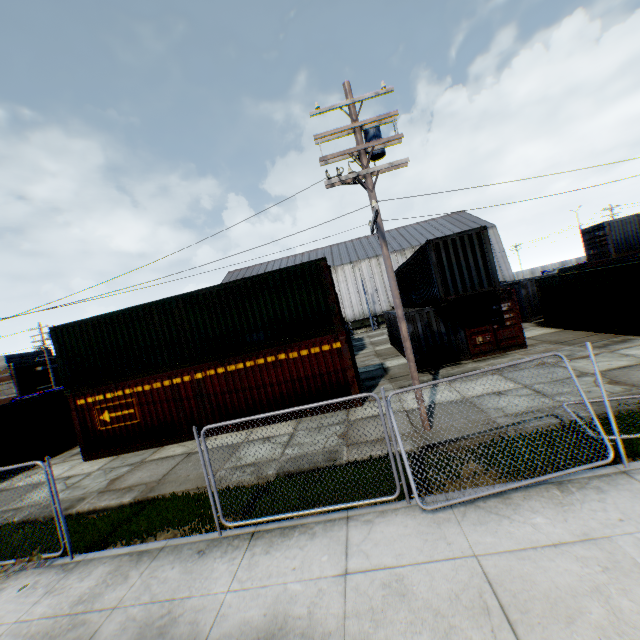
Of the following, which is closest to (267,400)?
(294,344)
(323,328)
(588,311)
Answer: (294,344)

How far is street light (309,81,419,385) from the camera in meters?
8.7 m

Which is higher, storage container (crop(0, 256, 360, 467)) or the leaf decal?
storage container (crop(0, 256, 360, 467))

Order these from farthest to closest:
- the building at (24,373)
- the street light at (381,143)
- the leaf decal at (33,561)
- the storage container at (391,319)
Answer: the building at (24,373) → the storage container at (391,319) → the street light at (381,143) → the leaf decal at (33,561)

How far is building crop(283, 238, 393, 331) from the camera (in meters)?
50.47

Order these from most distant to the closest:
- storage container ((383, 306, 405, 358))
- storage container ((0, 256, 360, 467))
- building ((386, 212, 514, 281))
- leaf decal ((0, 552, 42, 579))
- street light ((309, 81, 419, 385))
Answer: building ((386, 212, 514, 281)) < storage container ((383, 306, 405, 358)) < storage container ((0, 256, 360, 467)) < street light ((309, 81, 419, 385)) < leaf decal ((0, 552, 42, 579))

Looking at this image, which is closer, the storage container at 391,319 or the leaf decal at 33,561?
the leaf decal at 33,561

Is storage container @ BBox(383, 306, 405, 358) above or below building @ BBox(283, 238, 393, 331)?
below
